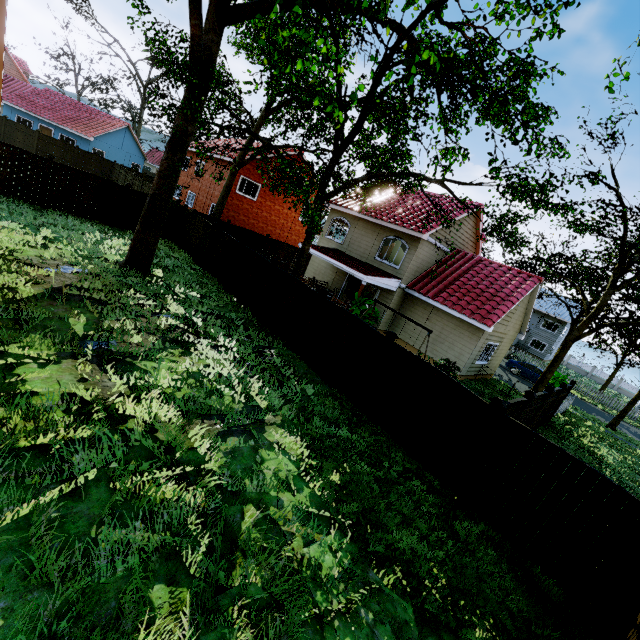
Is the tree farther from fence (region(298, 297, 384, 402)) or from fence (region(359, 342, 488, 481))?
fence (region(298, 297, 384, 402))

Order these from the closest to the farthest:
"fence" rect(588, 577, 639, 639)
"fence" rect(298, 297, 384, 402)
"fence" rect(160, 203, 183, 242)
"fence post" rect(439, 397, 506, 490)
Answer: "fence" rect(588, 577, 639, 639) → "fence post" rect(439, 397, 506, 490) → "fence" rect(298, 297, 384, 402) → "fence" rect(160, 203, 183, 242)

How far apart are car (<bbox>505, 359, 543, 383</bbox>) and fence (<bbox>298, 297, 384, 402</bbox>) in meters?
23.2 m

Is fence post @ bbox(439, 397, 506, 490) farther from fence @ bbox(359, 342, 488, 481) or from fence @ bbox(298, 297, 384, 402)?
fence @ bbox(298, 297, 384, 402)

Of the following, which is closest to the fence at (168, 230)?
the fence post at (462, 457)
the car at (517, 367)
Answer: the fence post at (462, 457)

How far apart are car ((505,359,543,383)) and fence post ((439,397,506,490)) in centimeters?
2324cm

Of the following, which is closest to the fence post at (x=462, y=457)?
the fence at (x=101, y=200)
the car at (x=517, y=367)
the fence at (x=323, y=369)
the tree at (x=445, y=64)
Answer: the fence at (x=101, y=200)

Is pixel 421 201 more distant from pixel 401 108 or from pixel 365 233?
pixel 401 108
